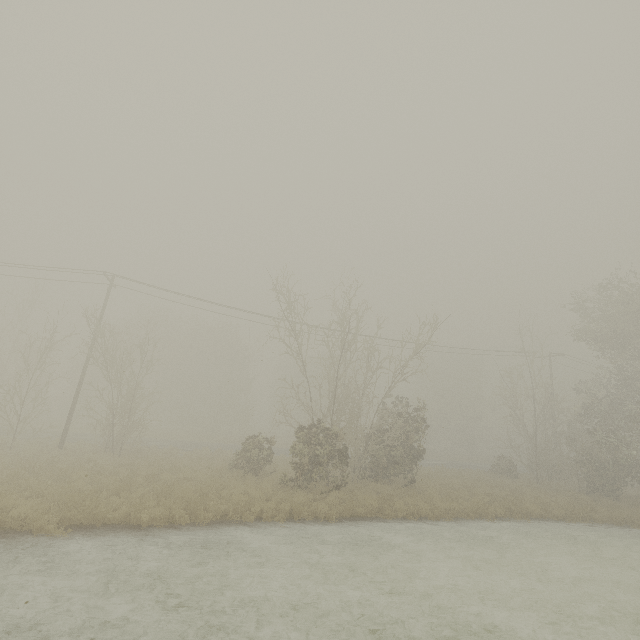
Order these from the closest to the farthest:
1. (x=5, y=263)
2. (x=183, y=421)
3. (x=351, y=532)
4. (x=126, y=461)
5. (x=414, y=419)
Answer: (x=351, y=532), (x=126, y=461), (x=5, y=263), (x=414, y=419), (x=183, y=421)
